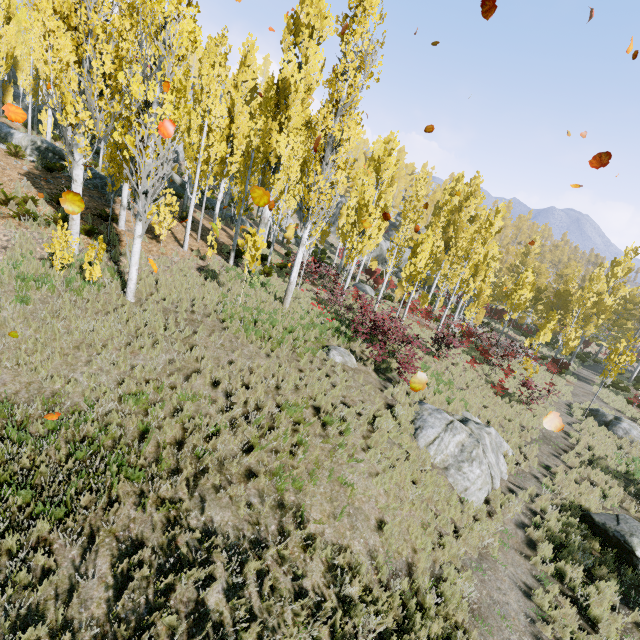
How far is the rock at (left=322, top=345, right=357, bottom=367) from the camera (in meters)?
11.22

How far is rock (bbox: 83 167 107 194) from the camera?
17.80m

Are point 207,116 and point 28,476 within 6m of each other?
no

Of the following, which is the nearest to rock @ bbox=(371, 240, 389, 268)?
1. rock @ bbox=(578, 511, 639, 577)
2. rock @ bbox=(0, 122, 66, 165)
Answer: rock @ bbox=(0, 122, 66, 165)

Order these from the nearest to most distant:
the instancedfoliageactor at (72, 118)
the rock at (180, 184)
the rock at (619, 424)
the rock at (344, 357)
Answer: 1. the instancedfoliageactor at (72, 118)
2. the rock at (344, 357)
3. the rock at (619, 424)
4. the rock at (180, 184)

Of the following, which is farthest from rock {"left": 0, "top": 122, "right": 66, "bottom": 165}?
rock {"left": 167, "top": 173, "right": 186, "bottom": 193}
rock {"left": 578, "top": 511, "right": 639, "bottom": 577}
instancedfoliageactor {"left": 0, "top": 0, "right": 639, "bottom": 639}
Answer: rock {"left": 578, "top": 511, "right": 639, "bottom": 577}

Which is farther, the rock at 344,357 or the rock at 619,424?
the rock at 619,424

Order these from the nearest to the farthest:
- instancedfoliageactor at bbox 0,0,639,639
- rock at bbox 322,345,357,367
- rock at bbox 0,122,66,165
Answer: instancedfoliageactor at bbox 0,0,639,639
rock at bbox 322,345,357,367
rock at bbox 0,122,66,165
